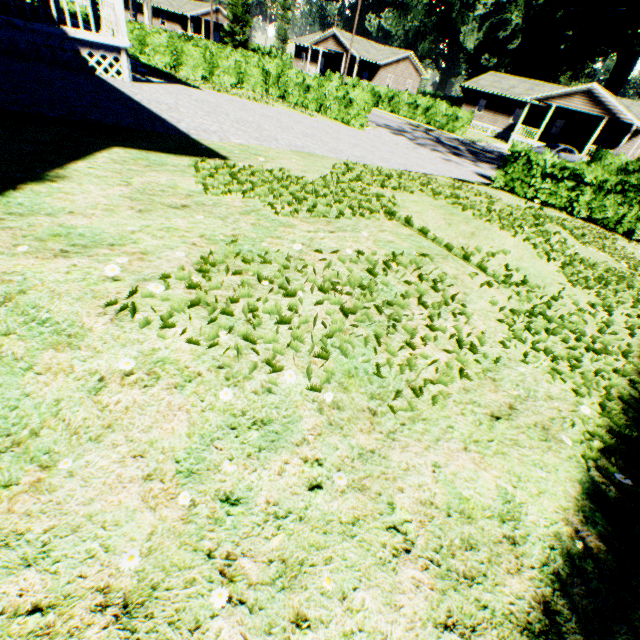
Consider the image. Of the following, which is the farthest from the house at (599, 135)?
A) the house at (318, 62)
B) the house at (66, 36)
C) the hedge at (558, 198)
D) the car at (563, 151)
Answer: the house at (66, 36)

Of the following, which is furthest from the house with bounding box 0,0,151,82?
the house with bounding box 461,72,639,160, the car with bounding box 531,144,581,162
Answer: the house with bounding box 461,72,639,160

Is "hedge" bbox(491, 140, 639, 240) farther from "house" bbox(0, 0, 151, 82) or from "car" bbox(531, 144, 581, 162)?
"house" bbox(0, 0, 151, 82)

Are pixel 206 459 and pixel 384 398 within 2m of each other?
yes

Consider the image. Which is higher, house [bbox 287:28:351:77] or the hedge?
house [bbox 287:28:351:77]

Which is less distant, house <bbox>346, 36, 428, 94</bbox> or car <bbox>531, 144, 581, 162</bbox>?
car <bbox>531, 144, 581, 162</bbox>

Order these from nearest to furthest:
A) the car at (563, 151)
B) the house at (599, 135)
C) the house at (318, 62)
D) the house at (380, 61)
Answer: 1. the car at (563, 151)
2. the house at (599, 135)
3. the house at (318, 62)
4. the house at (380, 61)

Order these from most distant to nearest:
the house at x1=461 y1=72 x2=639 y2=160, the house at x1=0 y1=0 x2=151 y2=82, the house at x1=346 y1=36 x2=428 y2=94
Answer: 1. the house at x1=346 y1=36 x2=428 y2=94
2. the house at x1=461 y1=72 x2=639 y2=160
3. the house at x1=0 y1=0 x2=151 y2=82
